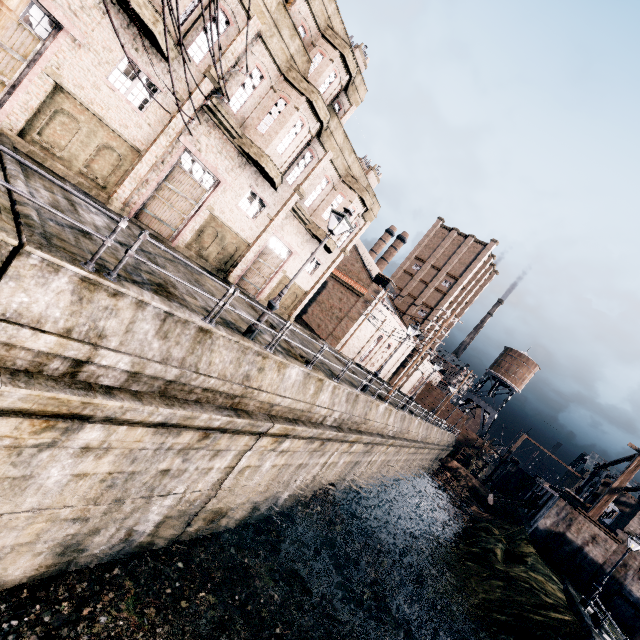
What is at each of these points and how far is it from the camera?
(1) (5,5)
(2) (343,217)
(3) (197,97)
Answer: (1) electric pole, 4.7 meters
(2) street light, 11.0 meters
(3) building, 14.7 meters

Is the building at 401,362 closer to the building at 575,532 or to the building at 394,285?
the building at 394,285

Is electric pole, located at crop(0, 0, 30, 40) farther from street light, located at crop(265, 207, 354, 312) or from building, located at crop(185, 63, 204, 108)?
street light, located at crop(265, 207, 354, 312)

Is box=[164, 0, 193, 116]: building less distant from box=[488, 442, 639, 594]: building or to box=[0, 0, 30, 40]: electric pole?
box=[0, 0, 30, 40]: electric pole

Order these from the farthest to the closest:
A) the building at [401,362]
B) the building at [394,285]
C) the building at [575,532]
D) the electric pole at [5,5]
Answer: the building at [401,362]
the building at [575,532]
the building at [394,285]
the electric pole at [5,5]

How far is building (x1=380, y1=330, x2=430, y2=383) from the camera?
51.36m

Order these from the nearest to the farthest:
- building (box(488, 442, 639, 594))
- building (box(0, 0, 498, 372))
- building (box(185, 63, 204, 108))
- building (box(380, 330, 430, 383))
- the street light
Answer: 1. the street light
2. building (box(0, 0, 498, 372))
3. building (box(185, 63, 204, 108))
4. building (box(488, 442, 639, 594))
5. building (box(380, 330, 430, 383))

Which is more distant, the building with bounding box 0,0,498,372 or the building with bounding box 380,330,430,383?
the building with bounding box 380,330,430,383
